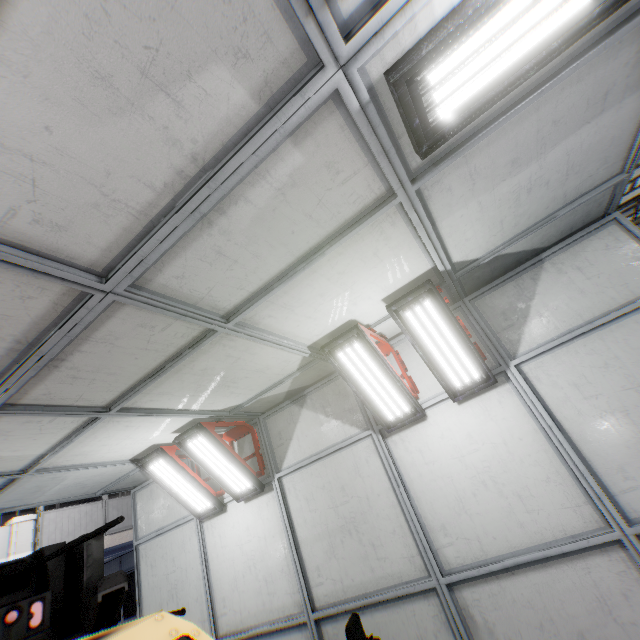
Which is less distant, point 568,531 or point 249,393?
point 568,531

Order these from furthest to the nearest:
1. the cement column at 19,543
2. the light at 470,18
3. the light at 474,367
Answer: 1. the cement column at 19,543
2. the light at 474,367
3. the light at 470,18

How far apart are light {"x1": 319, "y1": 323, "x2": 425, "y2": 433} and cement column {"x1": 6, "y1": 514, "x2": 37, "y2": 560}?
12.3m

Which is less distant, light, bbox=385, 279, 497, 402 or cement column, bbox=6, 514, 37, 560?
light, bbox=385, 279, 497, 402

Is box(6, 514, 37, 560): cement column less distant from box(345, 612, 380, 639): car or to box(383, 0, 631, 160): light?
box(345, 612, 380, 639): car

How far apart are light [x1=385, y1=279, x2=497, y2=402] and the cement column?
13.34m

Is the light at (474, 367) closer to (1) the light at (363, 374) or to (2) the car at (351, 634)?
(1) the light at (363, 374)
